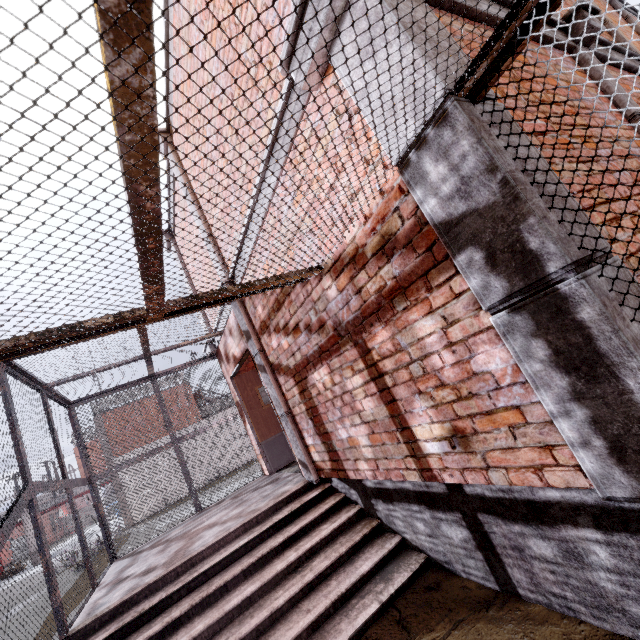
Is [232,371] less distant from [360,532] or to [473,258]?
[360,532]

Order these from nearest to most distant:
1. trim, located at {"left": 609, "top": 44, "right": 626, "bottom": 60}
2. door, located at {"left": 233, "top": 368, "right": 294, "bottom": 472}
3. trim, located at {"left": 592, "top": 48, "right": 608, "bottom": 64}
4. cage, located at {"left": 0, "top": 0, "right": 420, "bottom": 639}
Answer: cage, located at {"left": 0, "top": 0, "right": 420, "bottom": 639} < trim, located at {"left": 592, "top": 48, "right": 608, "bottom": 64} < trim, located at {"left": 609, "top": 44, "right": 626, "bottom": 60} < door, located at {"left": 233, "top": 368, "right": 294, "bottom": 472}

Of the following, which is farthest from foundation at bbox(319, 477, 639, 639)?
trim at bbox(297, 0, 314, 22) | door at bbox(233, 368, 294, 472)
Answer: door at bbox(233, 368, 294, 472)

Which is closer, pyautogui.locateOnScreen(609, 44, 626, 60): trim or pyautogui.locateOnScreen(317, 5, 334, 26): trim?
pyautogui.locateOnScreen(317, 5, 334, 26): trim

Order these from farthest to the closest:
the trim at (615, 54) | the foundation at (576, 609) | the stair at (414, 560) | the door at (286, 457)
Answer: the door at (286, 457)
the trim at (615, 54)
the stair at (414, 560)
the foundation at (576, 609)

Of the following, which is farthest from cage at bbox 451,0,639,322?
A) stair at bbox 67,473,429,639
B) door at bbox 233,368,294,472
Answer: door at bbox 233,368,294,472

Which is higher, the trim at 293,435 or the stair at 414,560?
the trim at 293,435

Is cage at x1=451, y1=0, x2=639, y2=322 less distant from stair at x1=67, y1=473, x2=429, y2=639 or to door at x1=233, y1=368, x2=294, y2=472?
stair at x1=67, y1=473, x2=429, y2=639
